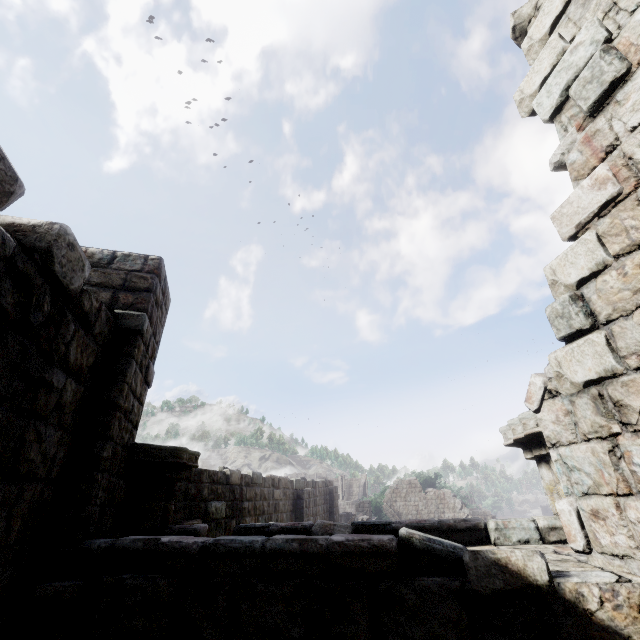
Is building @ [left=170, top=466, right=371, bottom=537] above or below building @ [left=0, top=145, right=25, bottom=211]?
below

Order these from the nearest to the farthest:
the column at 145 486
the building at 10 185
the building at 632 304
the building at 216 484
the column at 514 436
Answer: the building at 10 185 → the building at 632 304 → the column at 514 436 → the column at 145 486 → the building at 216 484

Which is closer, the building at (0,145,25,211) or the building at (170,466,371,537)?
the building at (0,145,25,211)

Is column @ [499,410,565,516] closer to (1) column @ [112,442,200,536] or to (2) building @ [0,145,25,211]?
(2) building @ [0,145,25,211]

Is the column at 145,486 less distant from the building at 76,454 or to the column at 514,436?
the building at 76,454

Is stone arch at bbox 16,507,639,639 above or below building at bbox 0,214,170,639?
below

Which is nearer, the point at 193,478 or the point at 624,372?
the point at 624,372

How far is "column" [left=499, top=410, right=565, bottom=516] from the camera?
3.6m
